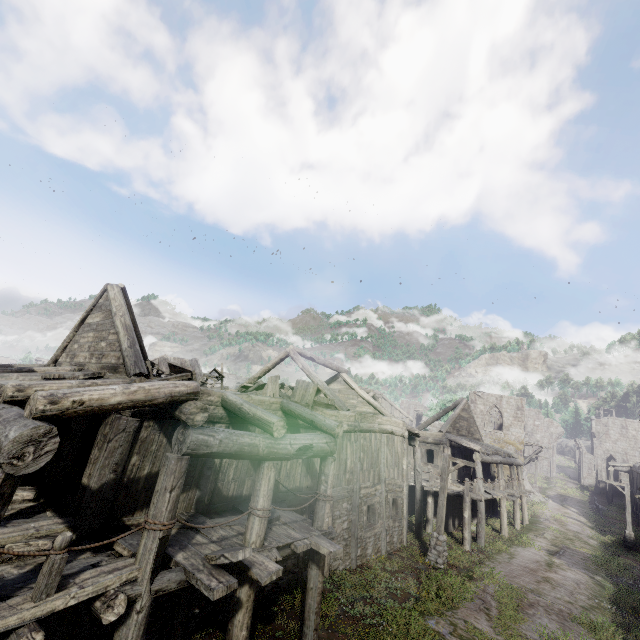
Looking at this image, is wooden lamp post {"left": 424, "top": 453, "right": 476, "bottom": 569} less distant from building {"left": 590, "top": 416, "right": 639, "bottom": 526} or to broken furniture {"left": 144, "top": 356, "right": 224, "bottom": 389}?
building {"left": 590, "top": 416, "right": 639, "bottom": 526}

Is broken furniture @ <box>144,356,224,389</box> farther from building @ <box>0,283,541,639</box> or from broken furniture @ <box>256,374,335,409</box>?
broken furniture @ <box>256,374,335,409</box>

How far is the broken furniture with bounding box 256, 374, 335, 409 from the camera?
12.01m

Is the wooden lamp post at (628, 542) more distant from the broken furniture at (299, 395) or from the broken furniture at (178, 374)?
the broken furniture at (178, 374)

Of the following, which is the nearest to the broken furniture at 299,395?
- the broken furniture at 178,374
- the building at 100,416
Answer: the building at 100,416

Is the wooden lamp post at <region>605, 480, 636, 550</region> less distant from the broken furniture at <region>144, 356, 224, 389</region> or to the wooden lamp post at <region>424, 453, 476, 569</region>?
the wooden lamp post at <region>424, 453, 476, 569</region>

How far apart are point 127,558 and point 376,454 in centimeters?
1140cm

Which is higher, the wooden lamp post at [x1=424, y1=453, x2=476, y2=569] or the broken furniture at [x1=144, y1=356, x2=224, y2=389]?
the broken furniture at [x1=144, y1=356, x2=224, y2=389]
